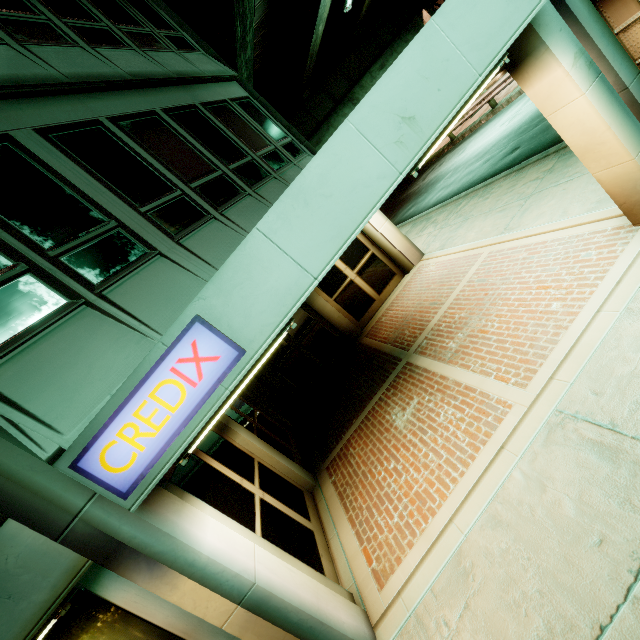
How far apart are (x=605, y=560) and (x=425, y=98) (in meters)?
4.25

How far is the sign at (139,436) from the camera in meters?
2.6

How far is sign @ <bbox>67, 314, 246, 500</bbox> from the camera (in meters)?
2.63
